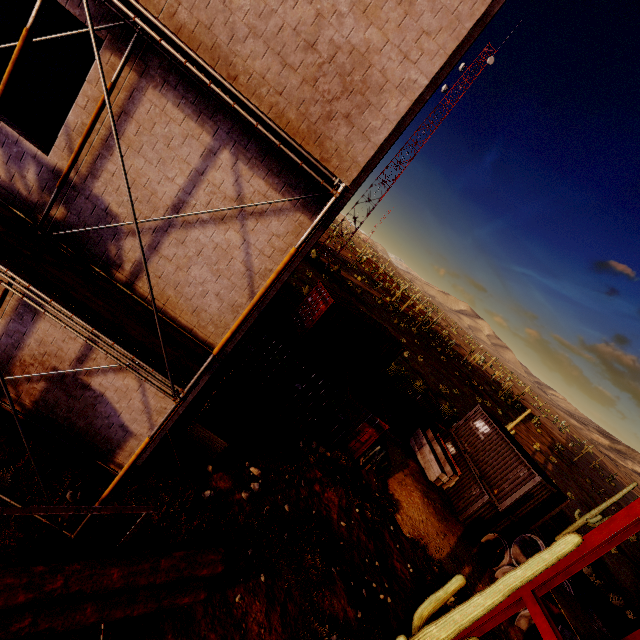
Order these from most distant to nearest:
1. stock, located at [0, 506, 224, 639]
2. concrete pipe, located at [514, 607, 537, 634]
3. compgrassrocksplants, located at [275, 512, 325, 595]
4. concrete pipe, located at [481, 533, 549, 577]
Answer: concrete pipe, located at [481, 533, 549, 577] → concrete pipe, located at [514, 607, 537, 634] → compgrassrocksplants, located at [275, 512, 325, 595] → stock, located at [0, 506, 224, 639]

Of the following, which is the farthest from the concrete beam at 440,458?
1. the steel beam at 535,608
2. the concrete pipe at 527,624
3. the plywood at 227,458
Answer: the plywood at 227,458

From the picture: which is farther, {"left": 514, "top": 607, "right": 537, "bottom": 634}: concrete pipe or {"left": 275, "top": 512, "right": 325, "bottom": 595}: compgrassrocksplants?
{"left": 514, "top": 607, "right": 537, "bottom": 634}: concrete pipe

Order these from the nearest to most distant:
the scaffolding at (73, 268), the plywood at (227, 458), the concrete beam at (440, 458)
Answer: the scaffolding at (73, 268) < the plywood at (227, 458) < the concrete beam at (440, 458)

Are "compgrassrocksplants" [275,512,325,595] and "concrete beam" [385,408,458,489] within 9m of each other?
no

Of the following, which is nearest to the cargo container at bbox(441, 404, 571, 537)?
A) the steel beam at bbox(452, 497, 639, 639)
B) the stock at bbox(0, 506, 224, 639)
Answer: the steel beam at bbox(452, 497, 639, 639)

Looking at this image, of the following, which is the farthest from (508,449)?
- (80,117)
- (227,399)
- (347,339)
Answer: (80,117)

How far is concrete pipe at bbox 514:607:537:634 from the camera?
13.4m
